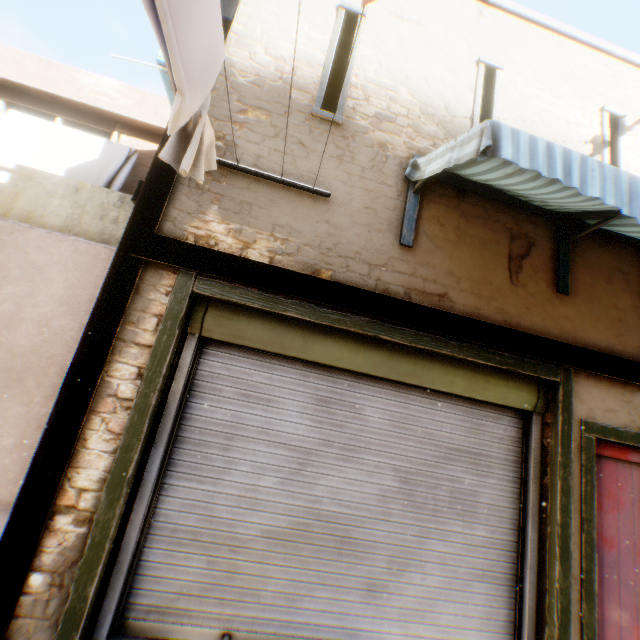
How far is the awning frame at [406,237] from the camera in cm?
354

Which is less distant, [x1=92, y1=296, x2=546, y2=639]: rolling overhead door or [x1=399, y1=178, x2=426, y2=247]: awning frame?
[x1=92, y1=296, x2=546, y2=639]: rolling overhead door

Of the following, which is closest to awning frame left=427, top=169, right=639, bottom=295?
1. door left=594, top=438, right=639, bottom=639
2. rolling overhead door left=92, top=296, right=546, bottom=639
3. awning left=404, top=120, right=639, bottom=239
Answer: awning left=404, top=120, right=639, bottom=239

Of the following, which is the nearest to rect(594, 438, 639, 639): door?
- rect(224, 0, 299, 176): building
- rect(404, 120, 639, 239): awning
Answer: rect(224, 0, 299, 176): building

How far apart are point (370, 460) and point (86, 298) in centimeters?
364cm

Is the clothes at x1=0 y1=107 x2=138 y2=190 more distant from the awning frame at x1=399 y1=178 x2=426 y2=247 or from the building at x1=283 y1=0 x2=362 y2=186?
the awning frame at x1=399 y1=178 x2=426 y2=247

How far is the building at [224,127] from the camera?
3.4m

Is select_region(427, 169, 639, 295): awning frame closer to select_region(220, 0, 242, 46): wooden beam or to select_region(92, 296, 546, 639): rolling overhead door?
select_region(220, 0, 242, 46): wooden beam
